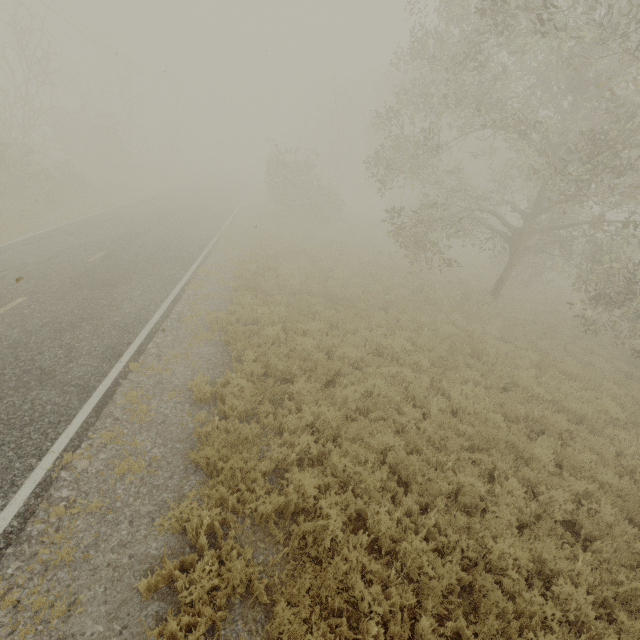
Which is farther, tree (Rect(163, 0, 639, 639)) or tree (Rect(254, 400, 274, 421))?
tree (Rect(254, 400, 274, 421))

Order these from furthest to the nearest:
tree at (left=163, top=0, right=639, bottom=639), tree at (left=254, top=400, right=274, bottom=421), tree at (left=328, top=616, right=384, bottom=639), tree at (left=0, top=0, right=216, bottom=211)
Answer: tree at (left=0, top=0, right=216, bottom=211), tree at (left=254, top=400, right=274, bottom=421), tree at (left=163, top=0, right=639, bottom=639), tree at (left=328, top=616, right=384, bottom=639)

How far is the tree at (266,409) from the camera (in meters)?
6.83

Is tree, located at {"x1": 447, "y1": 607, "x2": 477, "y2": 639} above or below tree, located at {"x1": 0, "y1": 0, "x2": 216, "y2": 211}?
below

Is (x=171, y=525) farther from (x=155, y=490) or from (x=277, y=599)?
(x=277, y=599)

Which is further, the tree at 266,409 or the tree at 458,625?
the tree at 266,409

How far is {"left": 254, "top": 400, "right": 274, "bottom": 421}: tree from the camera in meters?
6.8
